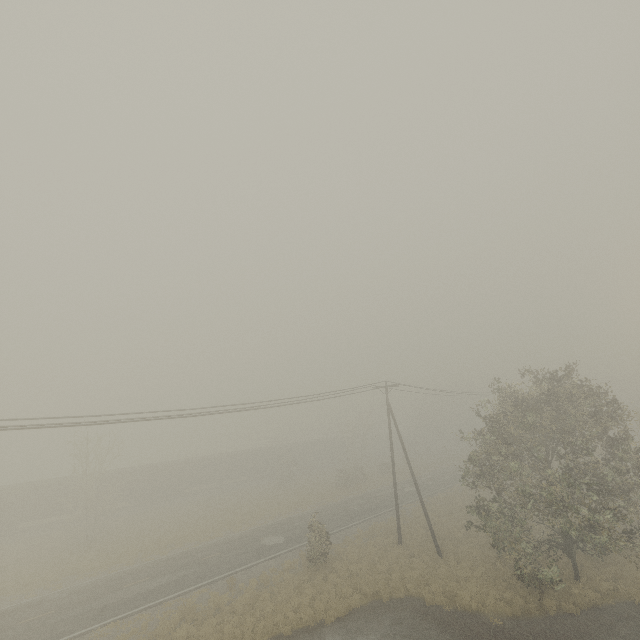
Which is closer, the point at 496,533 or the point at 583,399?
the point at 583,399

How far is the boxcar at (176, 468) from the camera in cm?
4119

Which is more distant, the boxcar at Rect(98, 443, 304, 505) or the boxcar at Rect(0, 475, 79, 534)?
the boxcar at Rect(98, 443, 304, 505)

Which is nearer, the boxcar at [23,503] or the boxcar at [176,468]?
the boxcar at [23,503]

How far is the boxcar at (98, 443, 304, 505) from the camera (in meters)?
41.19
